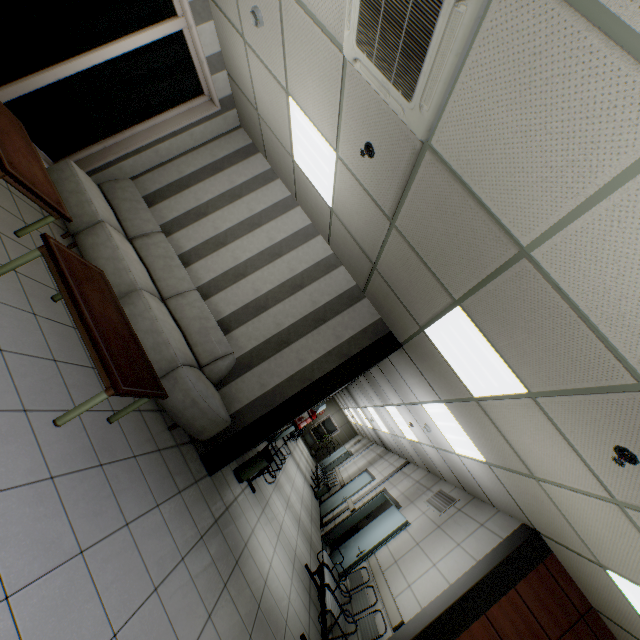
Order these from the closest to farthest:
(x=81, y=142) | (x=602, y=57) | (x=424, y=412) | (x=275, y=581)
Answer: (x=602, y=57) < (x=275, y=581) < (x=81, y=142) < (x=424, y=412)

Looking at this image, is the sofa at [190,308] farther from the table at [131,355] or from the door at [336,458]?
the door at [336,458]

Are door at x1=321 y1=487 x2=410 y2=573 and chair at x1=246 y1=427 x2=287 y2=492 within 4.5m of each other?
yes

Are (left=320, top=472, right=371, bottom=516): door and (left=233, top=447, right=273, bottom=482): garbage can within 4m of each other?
no

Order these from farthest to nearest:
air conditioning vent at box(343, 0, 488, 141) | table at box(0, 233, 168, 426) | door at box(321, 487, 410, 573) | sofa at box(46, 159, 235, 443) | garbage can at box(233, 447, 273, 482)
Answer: door at box(321, 487, 410, 573) < garbage can at box(233, 447, 273, 482) < sofa at box(46, 159, 235, 443) < table at box(0, 233, 168, 426) < air conditioning vent at box(343, 0, 488, 141)

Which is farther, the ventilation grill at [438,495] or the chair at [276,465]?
the ventilation grill at [438,495]

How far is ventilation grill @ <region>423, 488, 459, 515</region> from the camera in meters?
6.2

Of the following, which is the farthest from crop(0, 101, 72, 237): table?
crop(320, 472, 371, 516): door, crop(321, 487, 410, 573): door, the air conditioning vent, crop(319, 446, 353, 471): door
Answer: crop(319, 446, 353, 471): door
